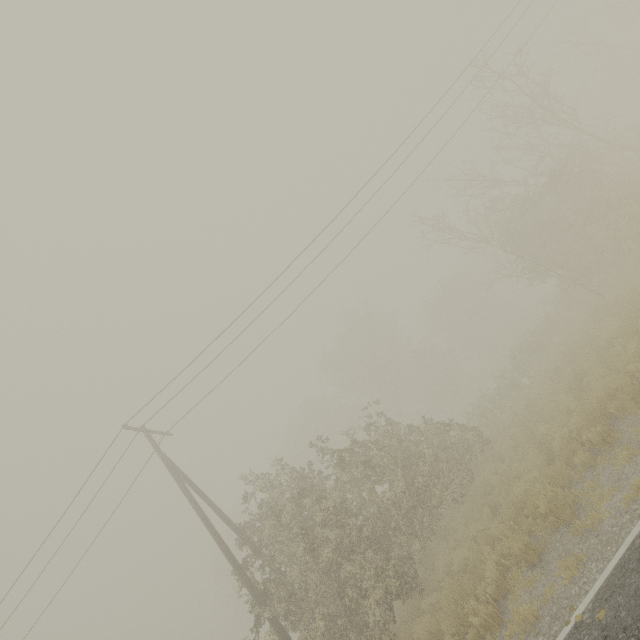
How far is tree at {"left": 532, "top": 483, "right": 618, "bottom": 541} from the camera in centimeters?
605cm

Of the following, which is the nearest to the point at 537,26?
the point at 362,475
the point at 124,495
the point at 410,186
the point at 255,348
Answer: the point at 410,186

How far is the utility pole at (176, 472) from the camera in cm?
1072

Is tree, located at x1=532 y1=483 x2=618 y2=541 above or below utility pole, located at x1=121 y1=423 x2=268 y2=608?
below

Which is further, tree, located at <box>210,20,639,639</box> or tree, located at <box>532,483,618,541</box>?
tree, located at <box>210,20,639,639</box>

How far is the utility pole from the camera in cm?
1072

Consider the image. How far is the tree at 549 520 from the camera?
6.05m
